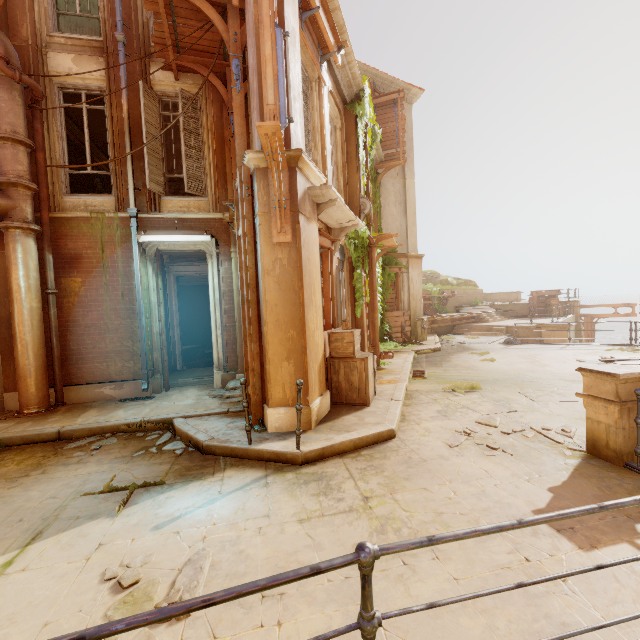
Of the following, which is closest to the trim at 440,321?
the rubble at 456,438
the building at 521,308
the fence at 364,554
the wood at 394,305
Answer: the wood at 394,305

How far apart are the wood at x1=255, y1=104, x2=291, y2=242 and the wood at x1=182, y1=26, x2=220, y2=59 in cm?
325

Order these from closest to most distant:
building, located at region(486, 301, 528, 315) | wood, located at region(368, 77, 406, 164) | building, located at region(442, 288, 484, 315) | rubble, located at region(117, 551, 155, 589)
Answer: rubble, located at region(117, 551, 155, 589) < wood, located at region(368, 77, 406, 164) < building, located at region(442, 288, 484, 315) < building, located at region(486, 301, 528, 315)

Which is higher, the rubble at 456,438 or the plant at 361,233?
the plant at 361,233

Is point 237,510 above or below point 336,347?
below

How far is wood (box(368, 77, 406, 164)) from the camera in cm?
1479

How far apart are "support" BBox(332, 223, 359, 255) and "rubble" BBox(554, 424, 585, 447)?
5.27m

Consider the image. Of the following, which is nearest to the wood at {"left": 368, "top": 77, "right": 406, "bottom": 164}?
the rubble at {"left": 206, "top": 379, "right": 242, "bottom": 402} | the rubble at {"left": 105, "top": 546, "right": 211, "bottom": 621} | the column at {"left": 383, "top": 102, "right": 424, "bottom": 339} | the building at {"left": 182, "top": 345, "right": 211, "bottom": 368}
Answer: the column at {"left": 383, "top": 102, "right": 424, "bottom": 339}
